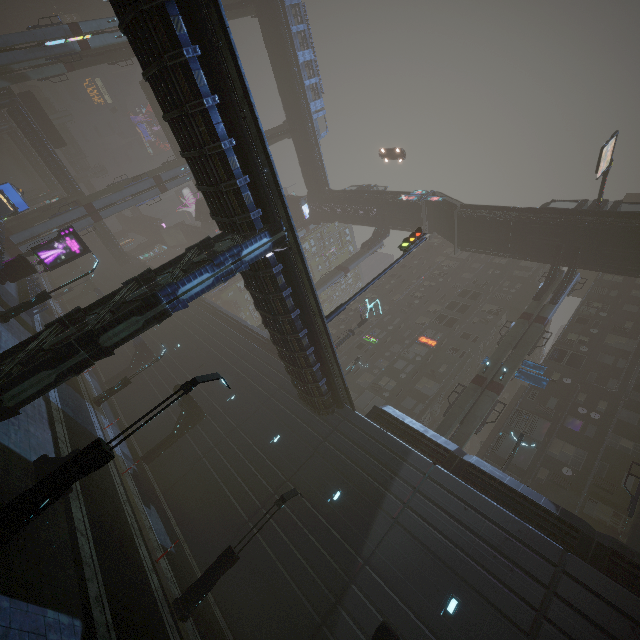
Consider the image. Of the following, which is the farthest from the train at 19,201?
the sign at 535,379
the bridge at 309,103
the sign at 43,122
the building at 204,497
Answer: the sign at 535,379

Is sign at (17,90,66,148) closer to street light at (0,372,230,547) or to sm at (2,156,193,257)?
sm at (2,156,193,257)

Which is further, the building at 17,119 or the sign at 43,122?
the sign at 43,122

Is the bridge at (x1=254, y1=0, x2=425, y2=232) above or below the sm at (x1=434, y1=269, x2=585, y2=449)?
above

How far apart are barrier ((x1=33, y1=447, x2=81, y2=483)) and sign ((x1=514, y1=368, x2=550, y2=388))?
28.2m

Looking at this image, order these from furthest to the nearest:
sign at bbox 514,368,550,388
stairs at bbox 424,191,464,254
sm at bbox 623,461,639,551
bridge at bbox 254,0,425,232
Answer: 1. bridge at bbox 254,0,425,232
2. stairs at bbox 424,191,464,254
3. sign at bbox 514,368,550,388
4. sm at bbox 623,461,639,551

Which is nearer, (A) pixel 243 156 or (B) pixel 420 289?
(A) pixel 243 156

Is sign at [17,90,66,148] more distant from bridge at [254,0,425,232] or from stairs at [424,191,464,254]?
stairs at [424,191,464,254]
